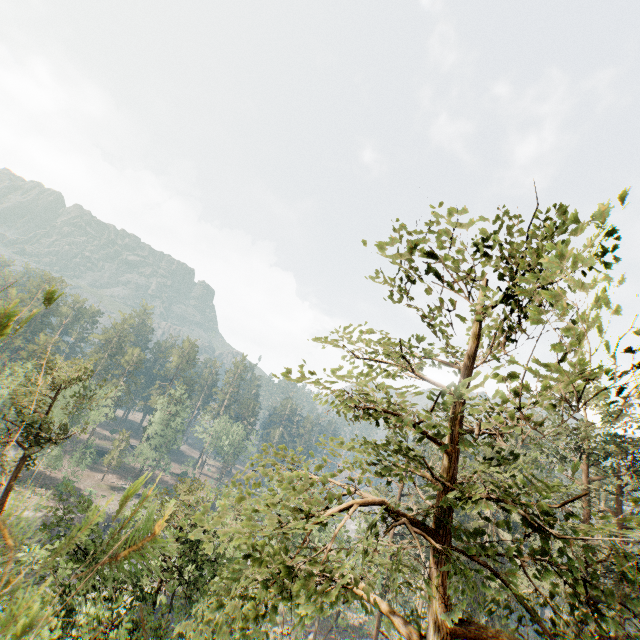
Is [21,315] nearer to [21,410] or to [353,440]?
[353,440]

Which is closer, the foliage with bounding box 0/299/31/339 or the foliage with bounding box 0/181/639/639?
the foliage with bounding box 0/299/31/339

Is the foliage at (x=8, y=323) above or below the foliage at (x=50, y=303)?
below

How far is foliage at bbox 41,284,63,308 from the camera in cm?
135

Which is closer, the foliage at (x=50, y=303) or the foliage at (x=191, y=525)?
the foliage at (x=50, y=303)

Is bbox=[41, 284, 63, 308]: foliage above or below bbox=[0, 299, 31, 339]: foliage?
above
